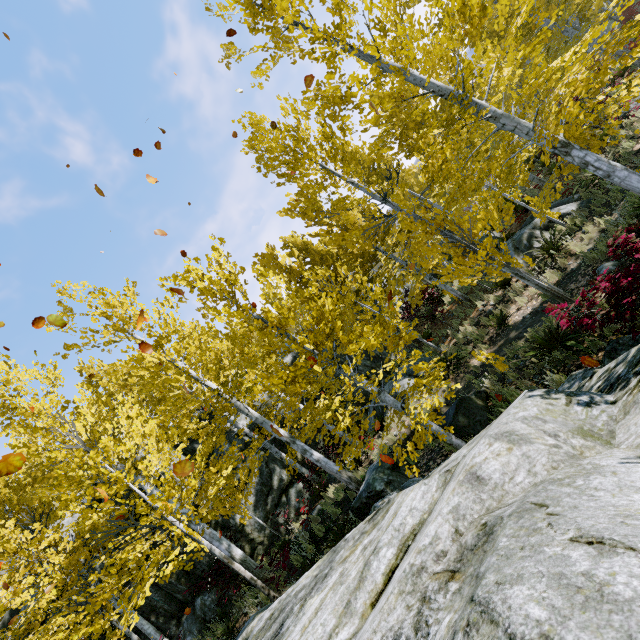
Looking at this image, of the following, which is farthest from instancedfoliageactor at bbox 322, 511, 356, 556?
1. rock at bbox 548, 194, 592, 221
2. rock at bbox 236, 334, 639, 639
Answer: rock at bbox 548, 194, 592, 221

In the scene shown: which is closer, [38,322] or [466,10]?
[466,10]

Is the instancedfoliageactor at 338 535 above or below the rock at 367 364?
below

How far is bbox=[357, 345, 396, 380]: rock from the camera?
15.5m

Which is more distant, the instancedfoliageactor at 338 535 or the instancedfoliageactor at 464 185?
the instancedfoliageactor at 338 535

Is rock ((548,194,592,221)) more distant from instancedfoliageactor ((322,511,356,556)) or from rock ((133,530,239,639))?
rock ((133,530,239,639))

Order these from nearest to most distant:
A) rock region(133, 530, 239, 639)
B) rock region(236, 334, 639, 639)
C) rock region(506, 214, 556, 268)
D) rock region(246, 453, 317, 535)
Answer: rock region(236, 334, 639, 639), rock region(133, 530, 239, 639), rock region(506, 214, 556, 268), rock region(246, 453, 317, 535)
